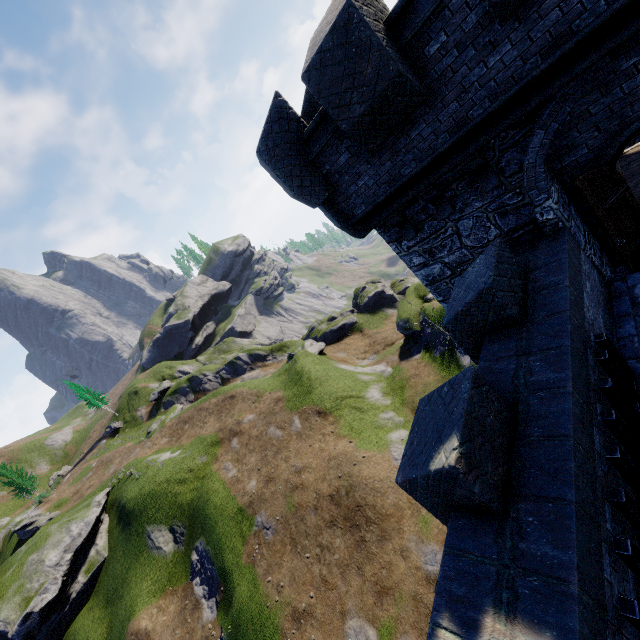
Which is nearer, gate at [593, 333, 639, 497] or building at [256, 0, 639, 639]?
building at [256, 0, 639, 639]

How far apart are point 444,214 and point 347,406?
23.50m

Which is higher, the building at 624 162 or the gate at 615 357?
the gate at 615 357

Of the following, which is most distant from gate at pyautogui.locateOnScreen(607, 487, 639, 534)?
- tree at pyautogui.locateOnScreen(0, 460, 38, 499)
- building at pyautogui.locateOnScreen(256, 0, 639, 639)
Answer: tree at pyautogui.locateOnScreen(0, 460, 38, 499)

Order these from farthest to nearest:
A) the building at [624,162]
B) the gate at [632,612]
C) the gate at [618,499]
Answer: the building at [624,162], the gate at [618,499], the gate at [632,612]

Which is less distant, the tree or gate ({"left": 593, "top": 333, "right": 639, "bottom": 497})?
gate ({"left": 593, "top": 333, "right": 639, "bottom": 497})

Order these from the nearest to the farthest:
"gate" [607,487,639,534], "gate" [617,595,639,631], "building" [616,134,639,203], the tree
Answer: "gate" [617,595,639,631] < "gate" [607,487,639,534] < "building" [616,134,639,203] < the tree
